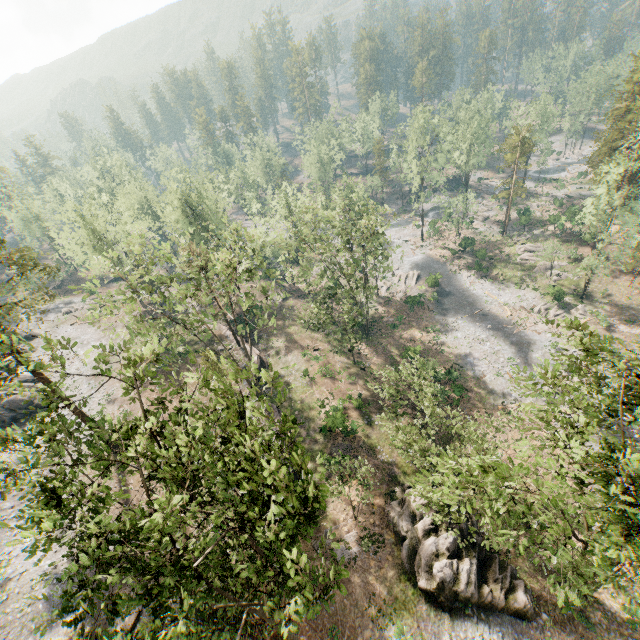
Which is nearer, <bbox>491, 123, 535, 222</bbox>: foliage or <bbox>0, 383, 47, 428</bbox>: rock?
<bbox>0, 383, 47, 428</bbox>: rock

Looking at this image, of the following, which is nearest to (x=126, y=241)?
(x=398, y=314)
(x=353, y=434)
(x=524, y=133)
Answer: (x=353, y=434)

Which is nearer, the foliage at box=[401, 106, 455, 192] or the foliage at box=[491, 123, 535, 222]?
the foliage at box=[491, 123, 535, 222]

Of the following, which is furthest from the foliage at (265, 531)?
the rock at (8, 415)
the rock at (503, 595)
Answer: the rock at (503, 595)

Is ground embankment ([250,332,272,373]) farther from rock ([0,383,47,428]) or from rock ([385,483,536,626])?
rock ([0,383,47,428])

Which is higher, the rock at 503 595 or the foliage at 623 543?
the foliage at 623 543
